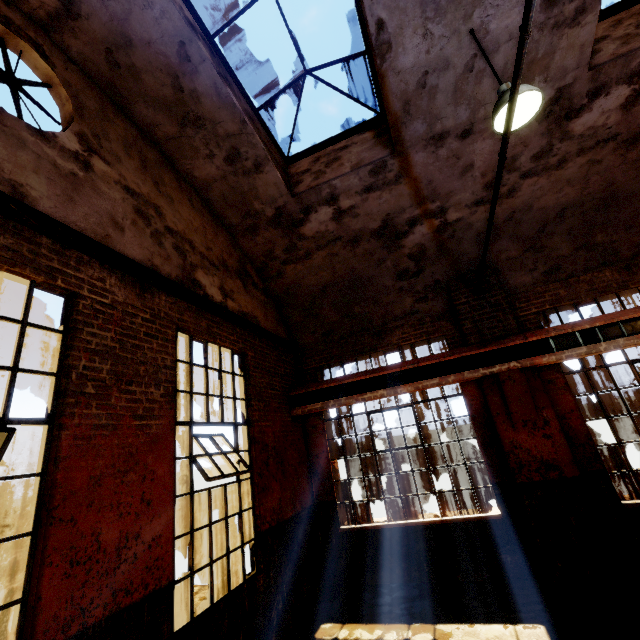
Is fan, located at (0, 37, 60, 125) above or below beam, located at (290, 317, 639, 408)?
above

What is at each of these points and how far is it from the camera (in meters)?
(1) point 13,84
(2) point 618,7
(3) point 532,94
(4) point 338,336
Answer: (1) fan, 3.46
(2) window frame, 4.93
(3) hanging light, 3.60
(4) building, 8.02

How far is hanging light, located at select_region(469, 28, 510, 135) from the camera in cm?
367

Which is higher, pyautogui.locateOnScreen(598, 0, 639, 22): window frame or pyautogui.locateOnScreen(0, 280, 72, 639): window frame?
pyautogui.locateOnScreen(598, 0, 639, 22): window frame

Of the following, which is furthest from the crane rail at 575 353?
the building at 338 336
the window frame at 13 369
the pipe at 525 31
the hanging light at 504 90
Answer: the window frame at 13 369

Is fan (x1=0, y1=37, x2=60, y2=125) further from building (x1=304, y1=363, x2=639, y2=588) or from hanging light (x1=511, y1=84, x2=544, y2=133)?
hanging light (x1=511, y1=84, x2=544, y2=133)

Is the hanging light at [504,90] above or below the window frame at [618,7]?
below

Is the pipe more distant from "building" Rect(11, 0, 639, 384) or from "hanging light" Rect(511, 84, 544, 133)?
"hanging light" Rect(511, 84, 544, 133)
